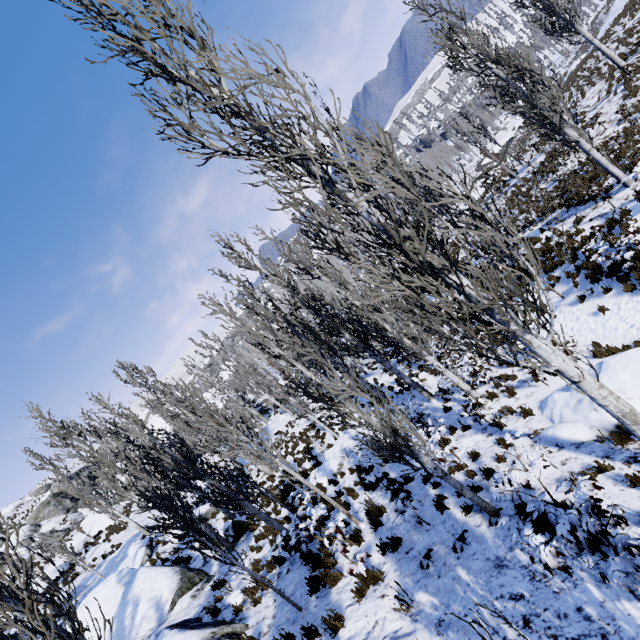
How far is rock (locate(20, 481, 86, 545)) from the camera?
41.1 meters

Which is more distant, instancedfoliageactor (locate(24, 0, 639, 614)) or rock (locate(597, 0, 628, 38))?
rock (locate(597, 0, 628, 38))

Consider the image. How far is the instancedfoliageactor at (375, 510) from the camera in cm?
847

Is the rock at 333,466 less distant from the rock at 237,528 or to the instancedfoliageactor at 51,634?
the instancedfoliageactor at 51,634

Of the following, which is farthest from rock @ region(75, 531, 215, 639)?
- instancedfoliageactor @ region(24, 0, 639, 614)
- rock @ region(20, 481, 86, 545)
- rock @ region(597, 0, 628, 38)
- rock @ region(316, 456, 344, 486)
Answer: rock @ region(597, 0, 628, 38)

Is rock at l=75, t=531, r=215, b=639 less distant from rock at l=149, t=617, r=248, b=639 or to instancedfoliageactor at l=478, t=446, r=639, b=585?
instancedfoliageactor at l=478, t=446, r=639, b=585

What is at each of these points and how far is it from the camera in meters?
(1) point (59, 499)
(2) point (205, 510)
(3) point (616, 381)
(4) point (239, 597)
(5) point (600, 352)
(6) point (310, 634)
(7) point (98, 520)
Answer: (1) rock, 46.9
(2) rock, 19.5
(3) rock, 6.8
(4) rock, 8.8
(5) instancedfoliageactor, 9.2
(6) instancedfoliageactor, 6.0
(7) rock, 29.3

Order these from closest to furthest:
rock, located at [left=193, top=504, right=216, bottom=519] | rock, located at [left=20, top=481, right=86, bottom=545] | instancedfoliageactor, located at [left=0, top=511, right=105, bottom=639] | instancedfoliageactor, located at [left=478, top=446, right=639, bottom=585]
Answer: instancedfoliageactor, located at [left=0, top=511, right=105, bottom=639]
instancedfoliageactor, located at [left=478, top=446, right=639, bottom=585]
rock, located at [left=193, top=504, right=216, bottom=519]
rock, located at [left=20, top=481, right=86, bottom=545]
